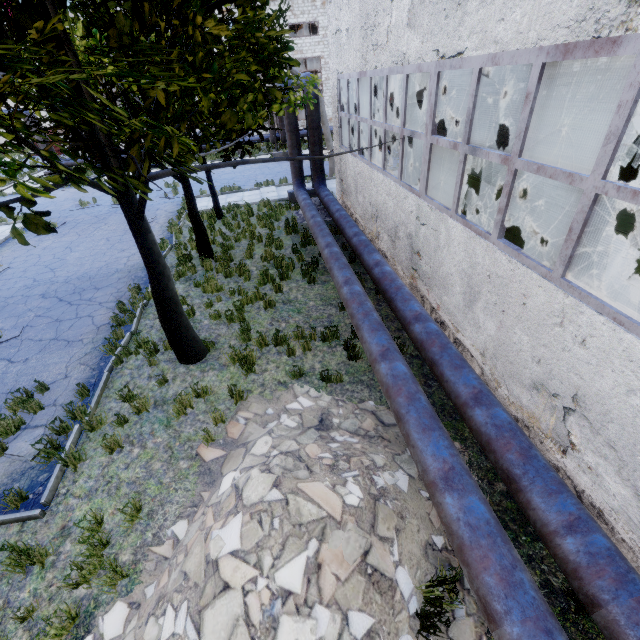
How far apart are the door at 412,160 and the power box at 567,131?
6.2 meters

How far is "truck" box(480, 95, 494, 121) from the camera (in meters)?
19.48

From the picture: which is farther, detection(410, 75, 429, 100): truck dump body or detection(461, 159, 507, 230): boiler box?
detection(410, 75, 429, 100): truck dump body

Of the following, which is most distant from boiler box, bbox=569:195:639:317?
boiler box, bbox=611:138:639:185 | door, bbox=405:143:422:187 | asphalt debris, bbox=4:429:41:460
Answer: asphalt debris, bbox=4:429:41:460

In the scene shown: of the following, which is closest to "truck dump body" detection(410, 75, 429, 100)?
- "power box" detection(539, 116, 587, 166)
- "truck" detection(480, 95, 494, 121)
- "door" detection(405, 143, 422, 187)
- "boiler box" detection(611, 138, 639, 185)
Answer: "truck" detection(480, 95, 494, 121)

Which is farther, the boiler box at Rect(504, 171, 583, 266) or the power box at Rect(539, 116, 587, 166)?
the power box at Rect(539, 116, 587, 166)

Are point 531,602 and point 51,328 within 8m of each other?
no

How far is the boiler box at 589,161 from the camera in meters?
8.3 m
